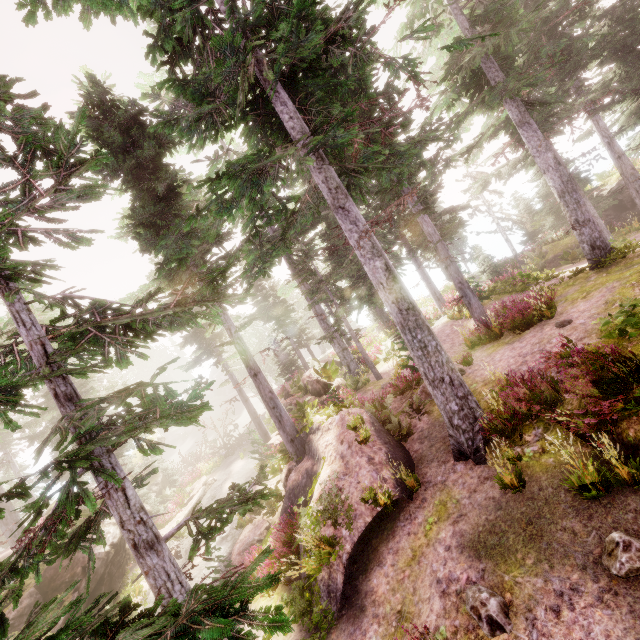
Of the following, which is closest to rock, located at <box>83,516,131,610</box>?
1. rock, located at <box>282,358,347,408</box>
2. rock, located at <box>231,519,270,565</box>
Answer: rock, located at <box>231,519,270,565</box>

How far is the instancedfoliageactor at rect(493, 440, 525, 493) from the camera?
5.85m

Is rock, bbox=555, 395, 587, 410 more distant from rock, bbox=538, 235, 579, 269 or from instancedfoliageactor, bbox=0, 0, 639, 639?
rock, bbox=538, 235, 579, 269

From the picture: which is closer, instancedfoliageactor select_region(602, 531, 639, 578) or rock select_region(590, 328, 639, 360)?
instancedfoliageactor select_region(602, 531, 639, 578)

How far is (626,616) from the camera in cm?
369

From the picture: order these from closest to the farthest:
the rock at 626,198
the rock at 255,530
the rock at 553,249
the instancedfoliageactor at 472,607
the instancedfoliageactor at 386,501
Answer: the instancedfoliageactor at 472,607 → the instancedfoliageactor at 386,501 → the rock at 255,530 → the rock at 626,198 → the rock at 553,249

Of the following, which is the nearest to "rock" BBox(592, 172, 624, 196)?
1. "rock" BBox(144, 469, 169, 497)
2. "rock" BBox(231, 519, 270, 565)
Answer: "rock" BBox(231, 519, 270, 565)

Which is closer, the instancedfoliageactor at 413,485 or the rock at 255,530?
the instancedfoliageactor at 413,485
